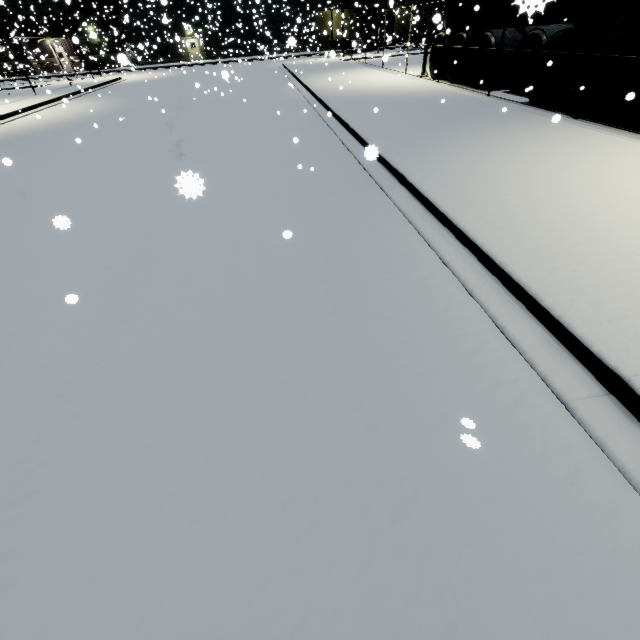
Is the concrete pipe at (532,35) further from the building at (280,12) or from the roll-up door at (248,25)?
the roll-up door at (248,25)

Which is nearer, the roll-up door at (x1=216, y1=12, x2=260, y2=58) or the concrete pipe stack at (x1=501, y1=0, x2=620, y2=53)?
the concrete pipe stack at (x1=501, y1=0, x2=620, y2=53)

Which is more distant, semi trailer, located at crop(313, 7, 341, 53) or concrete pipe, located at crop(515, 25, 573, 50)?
semi trailer, located at crop(313, 7, 341, 53)

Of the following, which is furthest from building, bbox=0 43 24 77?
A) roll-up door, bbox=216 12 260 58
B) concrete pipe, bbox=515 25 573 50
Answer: concrete pipe, bbox=515 25 573 50

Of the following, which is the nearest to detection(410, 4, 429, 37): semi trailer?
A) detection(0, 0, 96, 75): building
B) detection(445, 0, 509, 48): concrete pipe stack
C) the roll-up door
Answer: detection(0, 0, 96, 75): building

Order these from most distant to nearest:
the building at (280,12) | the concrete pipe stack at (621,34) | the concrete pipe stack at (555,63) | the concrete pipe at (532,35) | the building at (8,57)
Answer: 1. the building at (280,12)
2. the building at (8,57)
3. the concrete pipe at (532,35)
4. the concrete pipe stack at (555,63)
5. the concrete pipe stack at (621,34)

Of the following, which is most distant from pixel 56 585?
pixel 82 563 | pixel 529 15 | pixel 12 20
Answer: pixel 12 20

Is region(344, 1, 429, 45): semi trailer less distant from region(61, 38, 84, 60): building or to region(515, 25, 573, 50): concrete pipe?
region(61, 38, 84, 60): building
